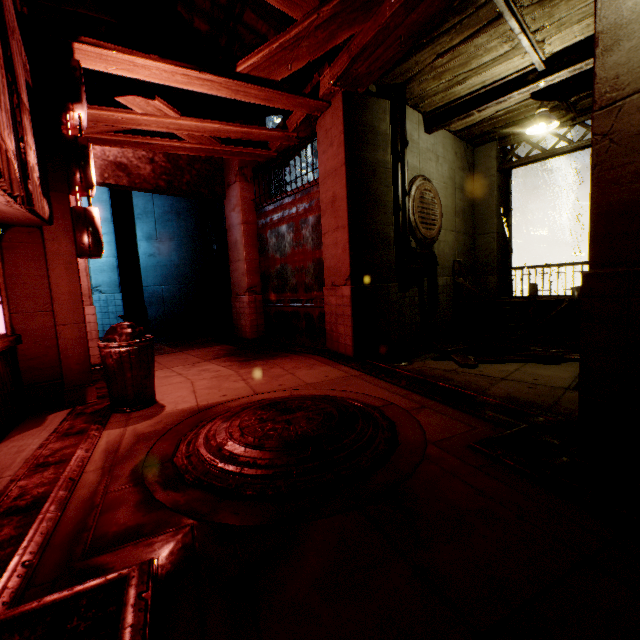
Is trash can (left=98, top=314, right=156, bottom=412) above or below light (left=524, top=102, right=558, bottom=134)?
below

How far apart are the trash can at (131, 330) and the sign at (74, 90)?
1.8 meters

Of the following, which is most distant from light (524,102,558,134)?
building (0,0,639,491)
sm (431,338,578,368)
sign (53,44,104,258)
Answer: sign (53,44,104,258)

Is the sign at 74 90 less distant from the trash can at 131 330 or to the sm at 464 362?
the trash can at 131 330

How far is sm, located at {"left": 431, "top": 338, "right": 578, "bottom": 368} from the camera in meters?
6.3

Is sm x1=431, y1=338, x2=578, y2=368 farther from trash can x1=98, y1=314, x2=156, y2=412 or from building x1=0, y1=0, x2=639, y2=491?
trash can x1=98, y1=314, x2=156, y2=412

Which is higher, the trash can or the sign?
the sign

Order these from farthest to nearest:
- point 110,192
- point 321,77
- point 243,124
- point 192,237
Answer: point 192,237, point 110,192, point 243,124, point 321,77
